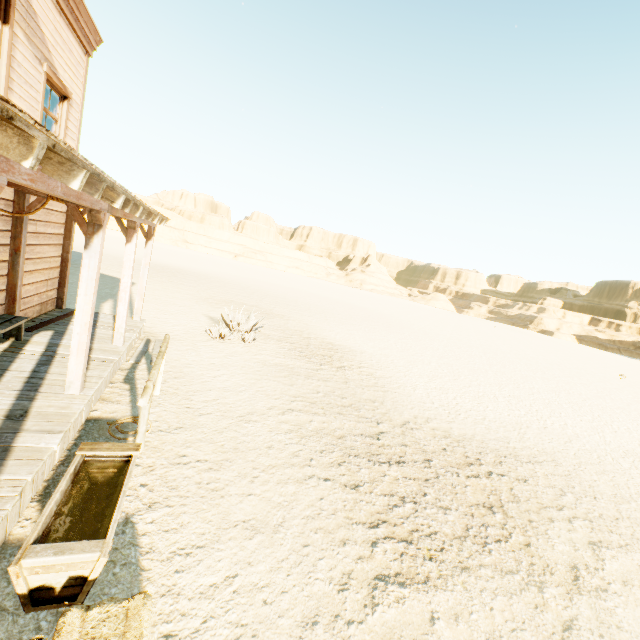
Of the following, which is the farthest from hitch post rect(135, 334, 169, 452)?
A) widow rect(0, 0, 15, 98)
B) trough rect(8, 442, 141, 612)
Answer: widow rect(0, 0, 15, 98)

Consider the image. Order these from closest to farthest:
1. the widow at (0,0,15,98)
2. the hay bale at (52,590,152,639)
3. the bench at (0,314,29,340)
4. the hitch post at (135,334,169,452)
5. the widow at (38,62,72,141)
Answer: the hay bale at (52,590,152,639) < the hitch post at (135,334,169,452) < the widow at (0,0,15,98) < the bench at (0,314,29,340) < the widow at (38,62,72,141)

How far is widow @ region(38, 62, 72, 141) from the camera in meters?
6.0

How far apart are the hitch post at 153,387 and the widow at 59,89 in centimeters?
439cm

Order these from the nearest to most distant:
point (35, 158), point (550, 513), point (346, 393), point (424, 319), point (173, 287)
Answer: point (35, 158), point (550, 513), point (346, 393), point (173, 287), point (424, 319)

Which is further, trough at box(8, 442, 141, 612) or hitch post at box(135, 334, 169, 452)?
hitch post at box(135, 334, 169, 452)

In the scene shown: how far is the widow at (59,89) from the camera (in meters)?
5.98

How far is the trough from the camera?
2.31m
